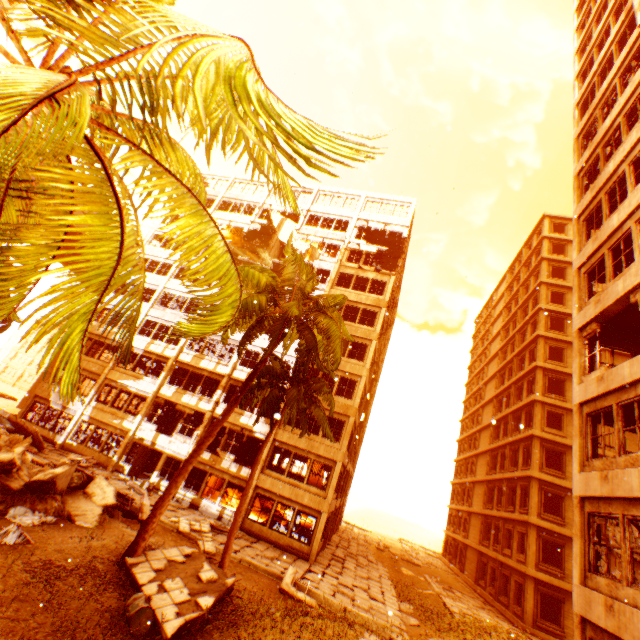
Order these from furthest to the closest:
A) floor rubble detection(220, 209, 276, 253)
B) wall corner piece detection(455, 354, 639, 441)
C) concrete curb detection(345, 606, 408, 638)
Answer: floor rubble detection(220, 209, 276, 253)
concrete curb detection(345, 606, 408, 638)
wall corner piece detection(455, 354, 639, 441)

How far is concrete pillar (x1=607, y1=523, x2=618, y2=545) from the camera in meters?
21.6

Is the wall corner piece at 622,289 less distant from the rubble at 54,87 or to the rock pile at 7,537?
the rubble at 54,87

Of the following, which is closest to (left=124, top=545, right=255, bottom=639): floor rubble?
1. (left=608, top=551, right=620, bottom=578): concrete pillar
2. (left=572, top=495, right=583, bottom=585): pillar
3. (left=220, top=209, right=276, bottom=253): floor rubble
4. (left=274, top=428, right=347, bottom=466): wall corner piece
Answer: (left=572, top=495, right=583, bottom=585): pillar

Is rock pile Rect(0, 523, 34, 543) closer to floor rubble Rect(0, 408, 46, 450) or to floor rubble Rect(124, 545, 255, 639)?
A: floor rubble Rect(124, 545, 255, 639)

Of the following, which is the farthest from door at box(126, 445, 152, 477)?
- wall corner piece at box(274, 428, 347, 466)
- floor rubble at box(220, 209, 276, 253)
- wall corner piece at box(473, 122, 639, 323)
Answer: floor rubble at box(220, 209, 276, 253)

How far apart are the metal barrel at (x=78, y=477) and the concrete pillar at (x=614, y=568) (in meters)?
30.99

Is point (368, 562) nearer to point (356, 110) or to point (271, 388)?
point (271, 388)
